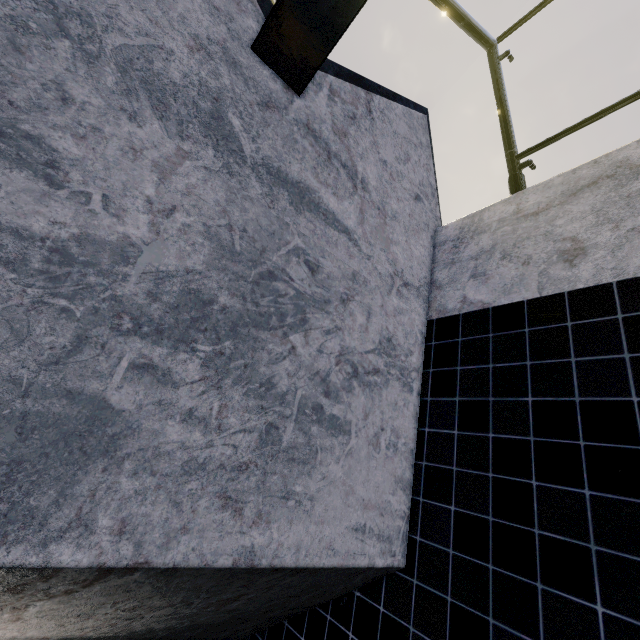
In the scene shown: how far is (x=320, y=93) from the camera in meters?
3.2 m
